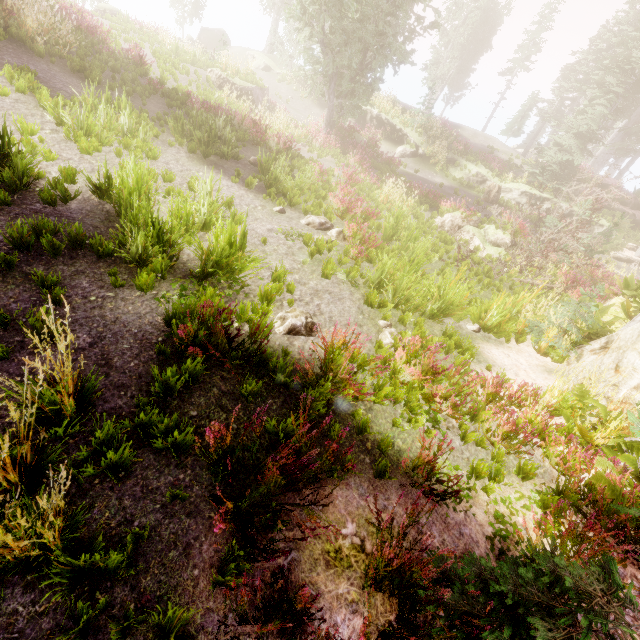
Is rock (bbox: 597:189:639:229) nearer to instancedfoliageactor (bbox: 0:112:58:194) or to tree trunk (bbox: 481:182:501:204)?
instancedfoliageactor (bbox: 0:112:58:194)

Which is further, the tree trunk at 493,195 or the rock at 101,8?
the rock at 101,8

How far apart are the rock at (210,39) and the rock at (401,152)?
23.1m

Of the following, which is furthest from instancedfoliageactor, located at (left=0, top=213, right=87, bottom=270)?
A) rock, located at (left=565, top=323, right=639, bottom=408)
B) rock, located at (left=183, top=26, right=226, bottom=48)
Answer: rock, located at (left=183, top=26, right=226, bottom=48)

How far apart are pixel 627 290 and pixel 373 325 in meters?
9.4 m

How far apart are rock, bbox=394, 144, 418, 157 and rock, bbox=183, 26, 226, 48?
23.11m

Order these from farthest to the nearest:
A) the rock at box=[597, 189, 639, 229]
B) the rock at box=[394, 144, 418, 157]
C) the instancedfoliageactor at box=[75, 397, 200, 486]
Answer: the rock at box=[394, 144, 418, 157], the rock at box=[597, 189, 639, 229], the instancedfoliageactor at box=[75, 397, 200, 486]
